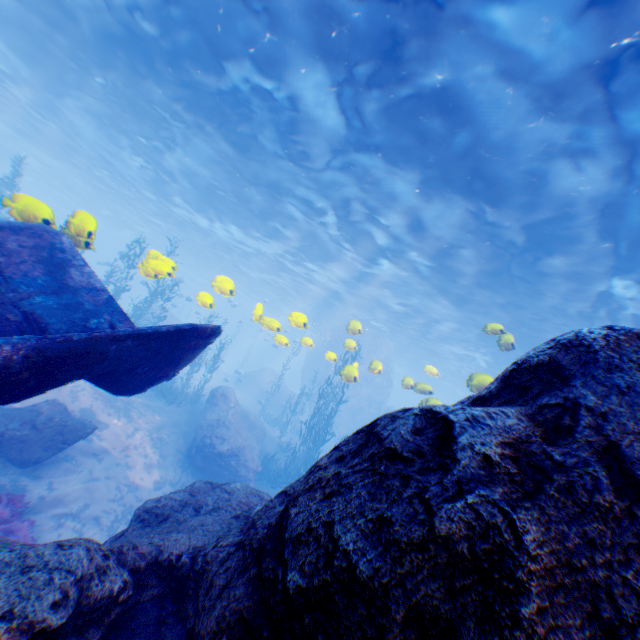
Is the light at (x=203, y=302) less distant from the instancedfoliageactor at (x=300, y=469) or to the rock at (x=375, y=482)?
the rock at (x=375, y=482)

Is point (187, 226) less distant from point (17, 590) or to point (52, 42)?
point (52, 42)

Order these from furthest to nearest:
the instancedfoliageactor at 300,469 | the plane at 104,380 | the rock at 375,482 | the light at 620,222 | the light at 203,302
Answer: the instancedfoliageactor at 300,469 → the light at 203,302 → the light at 620,222 → the plane at 104,380 → the rock at 375,482

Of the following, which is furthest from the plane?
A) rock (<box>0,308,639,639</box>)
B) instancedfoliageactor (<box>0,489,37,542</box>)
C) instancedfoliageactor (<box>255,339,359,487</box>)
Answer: instancedfoliageactor (<box>255,339,359,487</box>)

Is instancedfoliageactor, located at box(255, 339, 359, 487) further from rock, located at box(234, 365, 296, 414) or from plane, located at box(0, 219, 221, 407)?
plane, located at box(0, 219, 221, 407)

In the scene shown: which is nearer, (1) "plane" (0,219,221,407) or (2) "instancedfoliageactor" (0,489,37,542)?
(1) "plane" (0,219,221,407)

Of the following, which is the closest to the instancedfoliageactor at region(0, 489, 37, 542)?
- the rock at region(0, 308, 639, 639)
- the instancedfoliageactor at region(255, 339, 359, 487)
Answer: the rock at region(0, 308, 639, 639)

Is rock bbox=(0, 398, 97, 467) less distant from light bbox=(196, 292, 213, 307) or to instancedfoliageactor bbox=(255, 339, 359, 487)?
light bbox=(196, 292, 213, 307)
